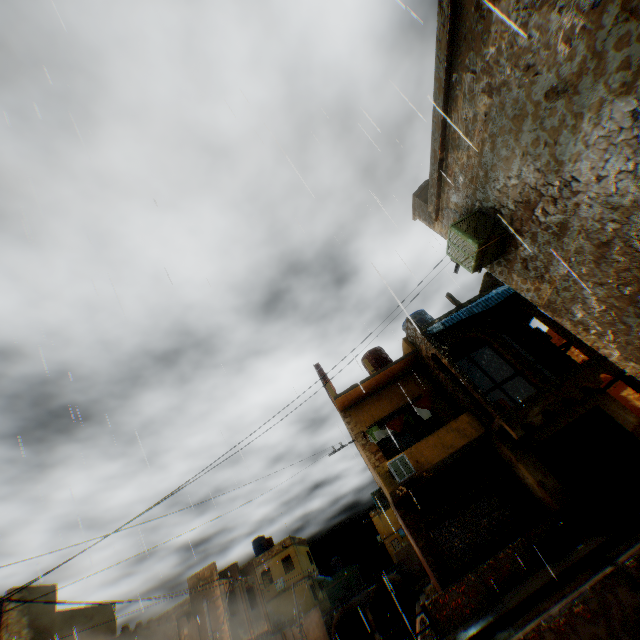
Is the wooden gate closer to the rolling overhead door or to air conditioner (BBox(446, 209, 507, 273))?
the rolling overhead door

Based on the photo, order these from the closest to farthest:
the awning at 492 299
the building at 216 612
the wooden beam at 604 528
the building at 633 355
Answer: the building at 633 355
the wooden beam at 604 528
the awning at 492 299
the building at 216 612

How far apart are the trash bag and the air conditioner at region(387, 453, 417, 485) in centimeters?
378cm

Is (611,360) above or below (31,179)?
below

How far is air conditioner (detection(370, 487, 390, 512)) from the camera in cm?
1798

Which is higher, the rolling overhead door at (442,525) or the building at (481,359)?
the building at (481,359)

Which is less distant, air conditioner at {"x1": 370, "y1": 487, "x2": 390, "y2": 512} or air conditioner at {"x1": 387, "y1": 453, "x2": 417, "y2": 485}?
air conditioner at {"x1": 387, "y1": 453, "x2": 417, "y2": 485}

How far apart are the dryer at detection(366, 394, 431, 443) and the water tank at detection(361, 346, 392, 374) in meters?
3.0
